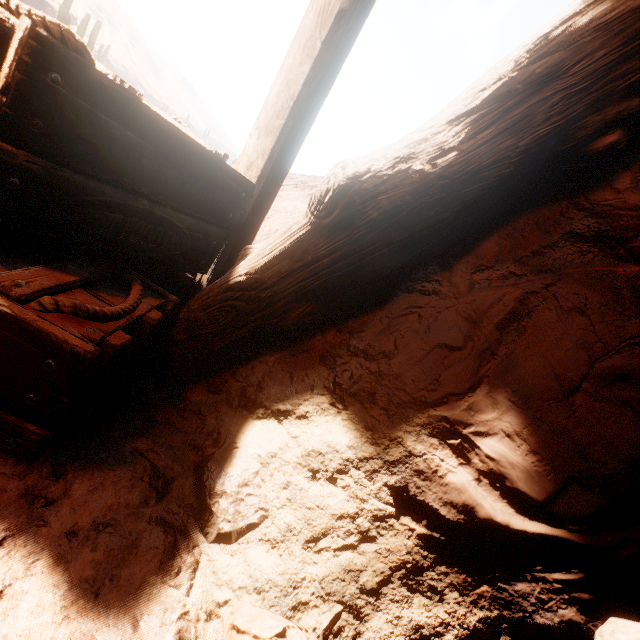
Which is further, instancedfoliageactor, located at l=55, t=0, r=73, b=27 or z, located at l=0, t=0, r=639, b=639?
instancedfoliageactor, located at l=55, t=0, r=73, b=27

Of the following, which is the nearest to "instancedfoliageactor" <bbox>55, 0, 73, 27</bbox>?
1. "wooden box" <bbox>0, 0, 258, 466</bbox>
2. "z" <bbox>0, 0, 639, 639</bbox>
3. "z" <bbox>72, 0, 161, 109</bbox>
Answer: "z" <bbox>0, 0, 639, 639</bbox>

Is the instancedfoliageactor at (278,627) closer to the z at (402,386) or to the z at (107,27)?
the z at (402,386)

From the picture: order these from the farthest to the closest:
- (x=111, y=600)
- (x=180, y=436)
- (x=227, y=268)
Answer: (x=227, y=268) → (x=180, y=436) → (x=111, y=600)

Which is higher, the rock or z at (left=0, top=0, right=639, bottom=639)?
the rock

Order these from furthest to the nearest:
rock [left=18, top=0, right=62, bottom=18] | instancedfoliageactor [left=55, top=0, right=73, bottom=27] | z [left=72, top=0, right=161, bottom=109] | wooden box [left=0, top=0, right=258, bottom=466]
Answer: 1. z [left=72, top=0, right=161, bottom=109]
2. rock [left=18, top=0, right=62, bottom=18]
3. instancedfoliageactor [left=55, top=0, right=73, bottom=27]
4. wooden box [left=0, top=0, right=258, bottom=466]

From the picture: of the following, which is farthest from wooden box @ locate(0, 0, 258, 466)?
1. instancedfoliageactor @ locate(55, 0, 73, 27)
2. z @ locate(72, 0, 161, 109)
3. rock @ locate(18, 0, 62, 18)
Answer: z @ locate(72, 0, 161, 109)

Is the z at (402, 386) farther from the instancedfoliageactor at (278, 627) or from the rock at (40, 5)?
the rock at (40, 5)
